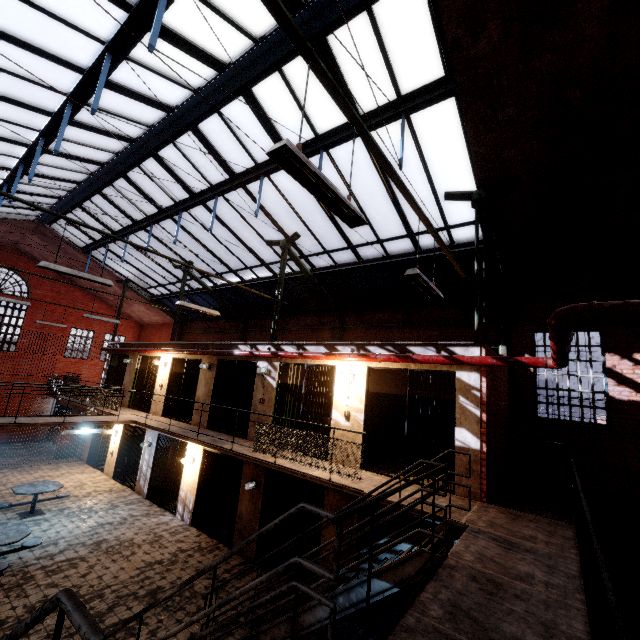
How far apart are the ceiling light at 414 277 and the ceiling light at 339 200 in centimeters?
142cm

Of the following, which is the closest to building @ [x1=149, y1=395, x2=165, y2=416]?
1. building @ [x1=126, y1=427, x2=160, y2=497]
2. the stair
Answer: building @ [x1=126, y1=427, x2=160, y2=497]

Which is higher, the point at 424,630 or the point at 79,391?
the point at 79,391

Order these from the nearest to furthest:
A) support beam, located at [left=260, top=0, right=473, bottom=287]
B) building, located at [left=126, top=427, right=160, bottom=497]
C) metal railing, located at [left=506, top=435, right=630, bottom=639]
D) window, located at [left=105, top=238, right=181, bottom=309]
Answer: metal railing, located at [left=506, top=435, right=630, bottom=639]
support beam, located at [left=260, top=0, right=473, bottom=287]
building, located at [left=126, top=427, right=160, bottom=497]
window, located at [left=105, top=238, right=181, bottom=309]

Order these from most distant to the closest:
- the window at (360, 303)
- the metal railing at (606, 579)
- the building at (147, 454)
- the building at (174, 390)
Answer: the building at (174, 390) → the building at (147, 454) → the window at (360, 303) → the metal railing at (606, 579)

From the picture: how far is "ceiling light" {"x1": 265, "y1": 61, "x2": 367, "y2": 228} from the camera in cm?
231

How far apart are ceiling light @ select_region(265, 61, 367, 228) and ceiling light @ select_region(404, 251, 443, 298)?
1.4m

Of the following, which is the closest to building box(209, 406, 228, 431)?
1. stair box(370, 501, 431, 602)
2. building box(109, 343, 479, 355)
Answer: building box(109, 343, 479, 355)
